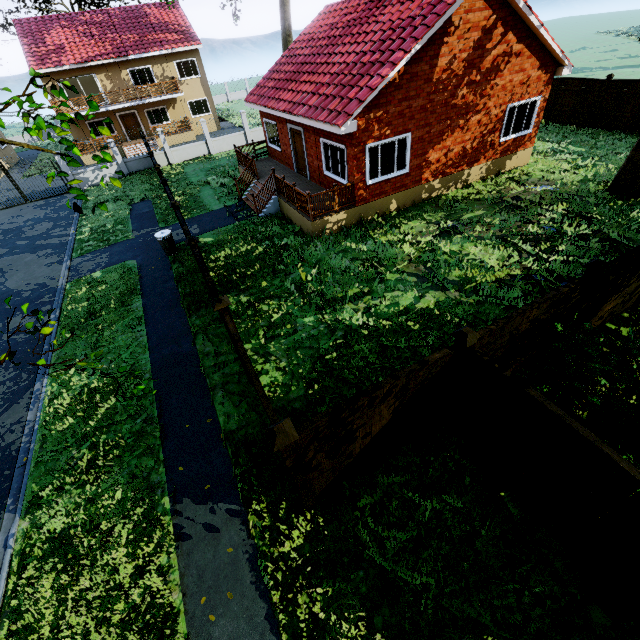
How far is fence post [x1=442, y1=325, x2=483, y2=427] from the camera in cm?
463

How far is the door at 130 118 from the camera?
29.3 meters

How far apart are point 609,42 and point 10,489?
76.69m

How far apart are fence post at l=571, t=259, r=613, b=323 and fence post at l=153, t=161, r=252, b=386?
8.2m

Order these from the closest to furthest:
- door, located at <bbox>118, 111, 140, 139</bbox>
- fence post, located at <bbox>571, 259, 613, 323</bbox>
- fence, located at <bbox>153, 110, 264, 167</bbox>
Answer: fence post, located at <bbox>571, 259, 613, 323</bbox>, fence, located at <bbox>153, 110, 264, 167</bbox>, door, located at <bbox>118, 111, 140, 139</bbox>

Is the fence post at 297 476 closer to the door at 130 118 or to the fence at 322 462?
the fence at 322 462

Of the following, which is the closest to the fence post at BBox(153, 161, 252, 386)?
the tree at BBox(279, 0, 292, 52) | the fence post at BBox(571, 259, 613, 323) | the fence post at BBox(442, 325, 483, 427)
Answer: the tree at BBox(279, 0, 292, 52)

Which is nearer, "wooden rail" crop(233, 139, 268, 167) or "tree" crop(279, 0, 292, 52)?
"wooden rail" crop(233, 139, 268, 167)
